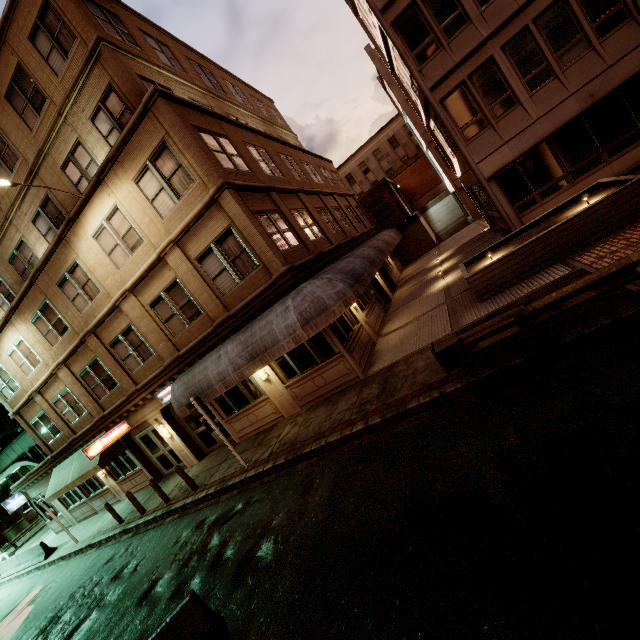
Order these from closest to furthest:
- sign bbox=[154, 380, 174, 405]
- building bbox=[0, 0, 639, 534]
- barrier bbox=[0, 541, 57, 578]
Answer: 1. building bbox=[0, 0, 639, 534]
2. sign bbox=[154, 380, 174, 405]
3. barrier bbox=[0, 541, 57, 578]

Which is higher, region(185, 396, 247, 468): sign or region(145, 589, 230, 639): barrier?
region(185, 396, 247, 468): sign

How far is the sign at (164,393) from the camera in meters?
14.5

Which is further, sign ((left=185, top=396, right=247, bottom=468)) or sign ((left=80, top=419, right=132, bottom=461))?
sign ((left=80, top=419, right=132, bottom=461))

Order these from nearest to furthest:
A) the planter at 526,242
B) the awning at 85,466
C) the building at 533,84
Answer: the planter at 526,242
the building at 533,84
the awning at 85,466

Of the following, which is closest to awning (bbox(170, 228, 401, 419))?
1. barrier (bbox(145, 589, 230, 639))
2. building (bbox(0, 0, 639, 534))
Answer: building (bbox(0, 0, 639, 534))

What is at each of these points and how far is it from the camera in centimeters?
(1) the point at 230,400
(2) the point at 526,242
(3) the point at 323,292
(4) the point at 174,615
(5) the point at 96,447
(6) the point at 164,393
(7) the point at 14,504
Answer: (1) building, 1394cm
(2) planter, 971cm
(3) awning, 996cm
(4) barrier, 511cm
(5) sign, 1491cm
(6) sign, 1480cm
(7) sign, 2239cm

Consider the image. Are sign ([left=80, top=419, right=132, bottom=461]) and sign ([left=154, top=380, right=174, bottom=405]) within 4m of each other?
yes
